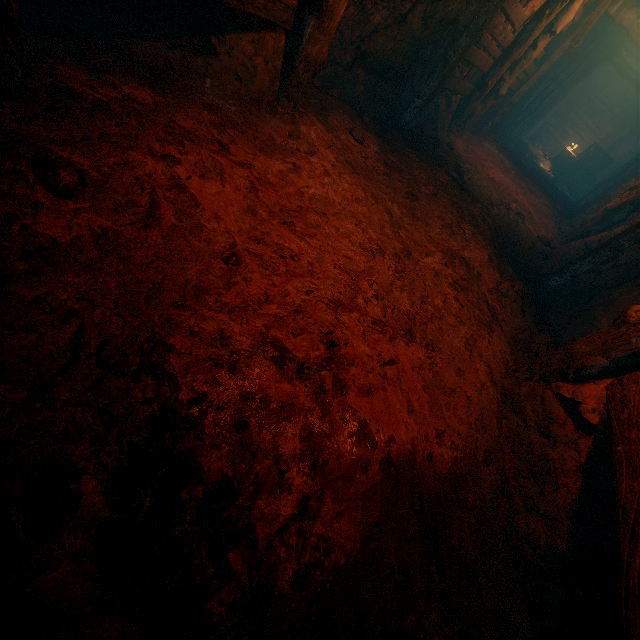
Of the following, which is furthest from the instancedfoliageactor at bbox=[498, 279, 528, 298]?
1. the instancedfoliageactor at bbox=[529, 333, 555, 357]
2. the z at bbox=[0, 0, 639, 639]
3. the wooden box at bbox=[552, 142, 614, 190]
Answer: the wooden box at bbox=[552, 142, 614, 190]

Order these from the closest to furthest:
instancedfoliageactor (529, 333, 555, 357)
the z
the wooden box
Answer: the z < instancedfoliageactor (529, 333, 555, 357) < the wooden box

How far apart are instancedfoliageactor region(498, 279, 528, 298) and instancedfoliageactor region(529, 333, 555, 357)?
0.6 meters

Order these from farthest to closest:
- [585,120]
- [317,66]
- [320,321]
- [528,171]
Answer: [585,120]
[528,171]
[317,66]
[320,321]

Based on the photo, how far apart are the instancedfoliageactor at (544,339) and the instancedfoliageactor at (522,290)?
0.6m

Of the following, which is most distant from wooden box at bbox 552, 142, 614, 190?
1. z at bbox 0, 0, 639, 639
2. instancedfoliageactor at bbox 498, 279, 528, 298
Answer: instancedfoliageactor at bbox 498, 279, 528, 298

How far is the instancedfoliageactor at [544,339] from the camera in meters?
4.2

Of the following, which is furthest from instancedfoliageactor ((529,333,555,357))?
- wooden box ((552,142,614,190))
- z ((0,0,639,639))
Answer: wooden box ((552,142,614,190))
